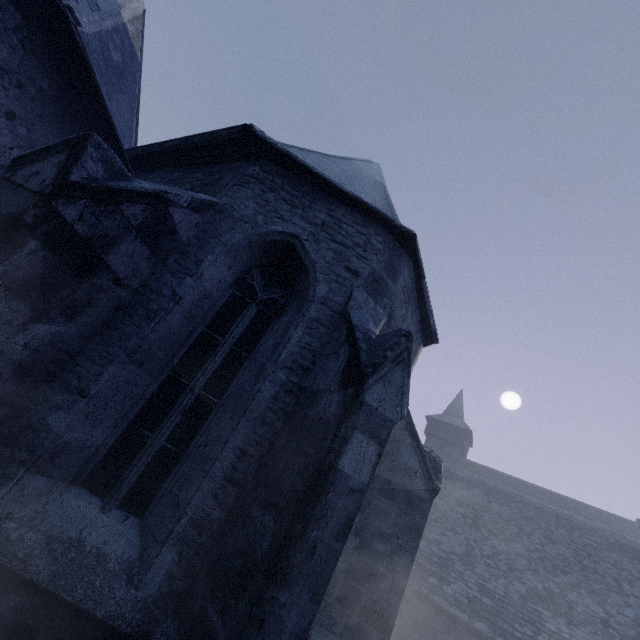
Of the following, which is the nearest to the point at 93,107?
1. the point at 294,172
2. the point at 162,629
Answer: the point at 294,172
